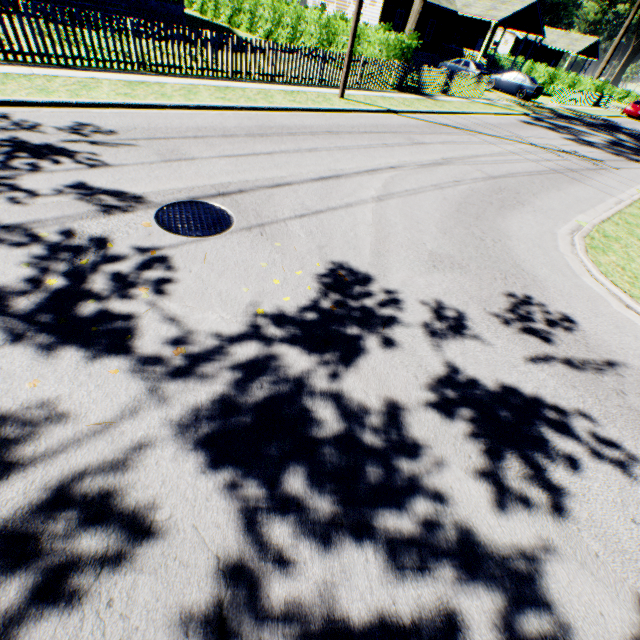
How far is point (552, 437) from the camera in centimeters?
329cm

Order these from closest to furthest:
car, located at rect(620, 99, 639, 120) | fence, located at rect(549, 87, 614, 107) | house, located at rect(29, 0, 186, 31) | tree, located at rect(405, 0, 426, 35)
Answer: house, located at rect(29, 0, 186, 31) → tree, located at rect(405, 0, 426, 35) → fence, located at rect(549, 87, 614, 107) → car, located at rect(620, 99, 639, 120)

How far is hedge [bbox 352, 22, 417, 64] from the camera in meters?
16.1

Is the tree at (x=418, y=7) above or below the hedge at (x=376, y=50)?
above

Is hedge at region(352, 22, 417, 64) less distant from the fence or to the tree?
the tree

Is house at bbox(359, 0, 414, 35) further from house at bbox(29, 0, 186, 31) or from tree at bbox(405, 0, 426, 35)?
house at bbox(29, 0, 186, 31)

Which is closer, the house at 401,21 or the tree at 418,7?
the tree at 418,7

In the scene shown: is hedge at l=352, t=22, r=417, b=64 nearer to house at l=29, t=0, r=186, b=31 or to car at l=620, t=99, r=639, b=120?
house at l=29, t=0, r=186, b=31
